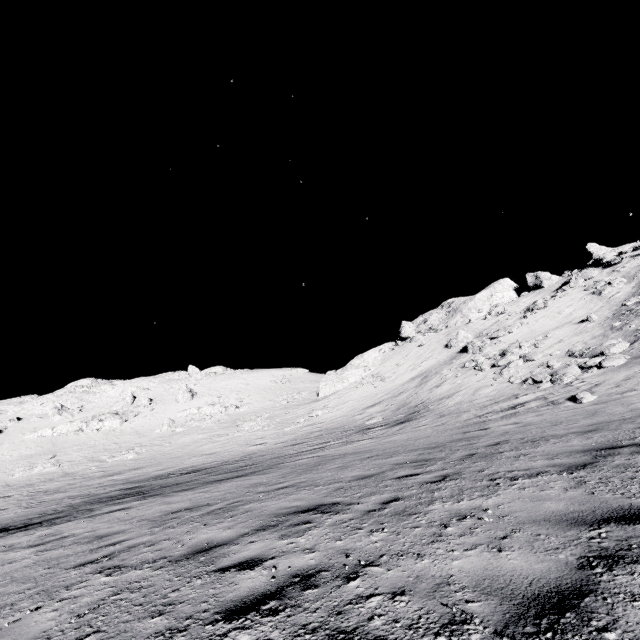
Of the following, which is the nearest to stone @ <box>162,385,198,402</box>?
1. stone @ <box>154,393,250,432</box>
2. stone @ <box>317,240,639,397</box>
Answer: stone @ <box>154,393,250,432</box>

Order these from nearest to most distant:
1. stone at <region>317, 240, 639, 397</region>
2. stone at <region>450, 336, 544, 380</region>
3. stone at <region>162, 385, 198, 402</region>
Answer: stone at <region>450, 336, 544, 380</region> < stone at <region>317, 240, 639, 397</region> < stone at <region>162, 385, 198, 402</region>

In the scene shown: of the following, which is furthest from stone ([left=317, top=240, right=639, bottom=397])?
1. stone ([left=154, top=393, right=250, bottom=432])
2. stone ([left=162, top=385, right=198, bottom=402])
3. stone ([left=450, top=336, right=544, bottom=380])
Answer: stone ([left=162, top=385, right=198, bottom=402])

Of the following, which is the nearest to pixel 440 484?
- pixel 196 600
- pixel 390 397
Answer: pixel 196 600

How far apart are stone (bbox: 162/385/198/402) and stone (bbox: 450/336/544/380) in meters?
44.7

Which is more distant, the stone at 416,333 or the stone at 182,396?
the stone at 182,396

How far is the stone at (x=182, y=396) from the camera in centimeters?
5181cm
